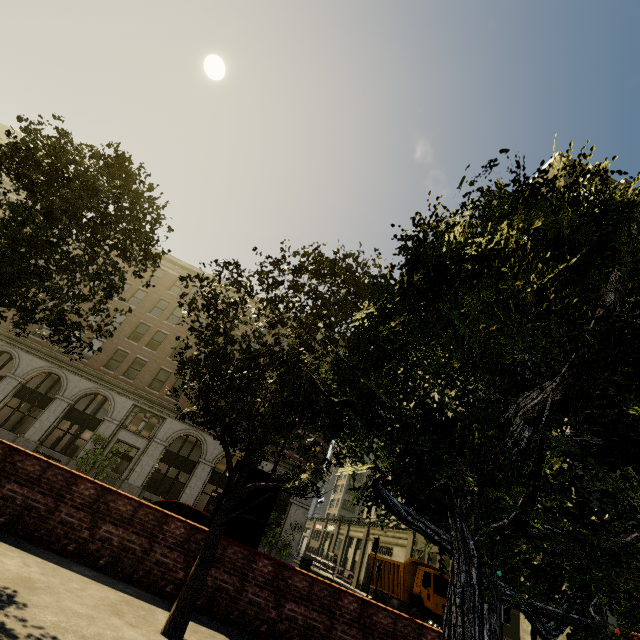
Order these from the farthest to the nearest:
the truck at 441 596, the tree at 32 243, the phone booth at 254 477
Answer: the truck at 441 596
the phone booth at 254 477
the tree at 32 243

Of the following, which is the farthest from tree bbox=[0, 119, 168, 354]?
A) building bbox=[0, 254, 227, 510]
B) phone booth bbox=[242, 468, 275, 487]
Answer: building bbox=[0, 254, 227, 510]

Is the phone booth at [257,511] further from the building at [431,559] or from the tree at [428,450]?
the building at [431,559]

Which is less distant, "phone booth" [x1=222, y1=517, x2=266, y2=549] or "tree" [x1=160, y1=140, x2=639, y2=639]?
"tree" [x1=160, y1=140, x2=639, y2=639]

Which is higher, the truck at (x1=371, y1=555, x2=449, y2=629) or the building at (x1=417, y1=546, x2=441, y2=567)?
the building at (x1=417, y1=546, x2=441, y2=567)

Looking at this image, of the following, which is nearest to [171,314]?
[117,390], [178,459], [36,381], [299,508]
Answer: [117,390]

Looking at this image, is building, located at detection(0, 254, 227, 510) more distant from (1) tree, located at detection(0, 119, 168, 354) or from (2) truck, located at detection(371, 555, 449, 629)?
(2) truck, located at detection(371, 555, 449, 629)

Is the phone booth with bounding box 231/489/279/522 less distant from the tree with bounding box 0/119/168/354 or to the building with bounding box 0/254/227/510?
the tree with bounding box 0/119/168/354
